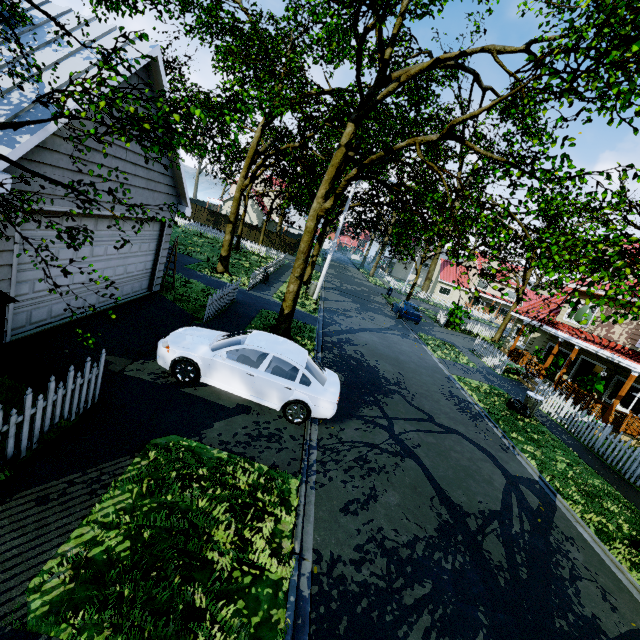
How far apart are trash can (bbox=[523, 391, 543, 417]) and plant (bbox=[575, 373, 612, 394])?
3.75m

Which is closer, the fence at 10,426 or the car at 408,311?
the fence at 10,426

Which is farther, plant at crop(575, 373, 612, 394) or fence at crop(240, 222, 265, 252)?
fence at crop(240, 222, 265, 252)

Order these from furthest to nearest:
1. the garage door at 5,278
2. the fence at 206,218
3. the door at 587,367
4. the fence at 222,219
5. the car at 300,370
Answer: the fence at 222,219, the fence at 206,218, the door at 587,367, the car at 300,370, the garage door at 5,278

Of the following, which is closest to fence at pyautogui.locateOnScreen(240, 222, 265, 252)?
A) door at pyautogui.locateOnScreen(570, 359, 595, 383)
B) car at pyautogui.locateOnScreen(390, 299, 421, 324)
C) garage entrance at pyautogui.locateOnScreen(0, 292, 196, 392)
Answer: garage entrance at pyautogui.locateOnScreen(0, 292, 196, 392)

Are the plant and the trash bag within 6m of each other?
yes

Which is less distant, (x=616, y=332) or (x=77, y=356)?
(x=77, y=356)

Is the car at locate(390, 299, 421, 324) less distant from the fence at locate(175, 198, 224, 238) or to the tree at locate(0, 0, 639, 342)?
the tree at locate(0, 0, 639, 342)
